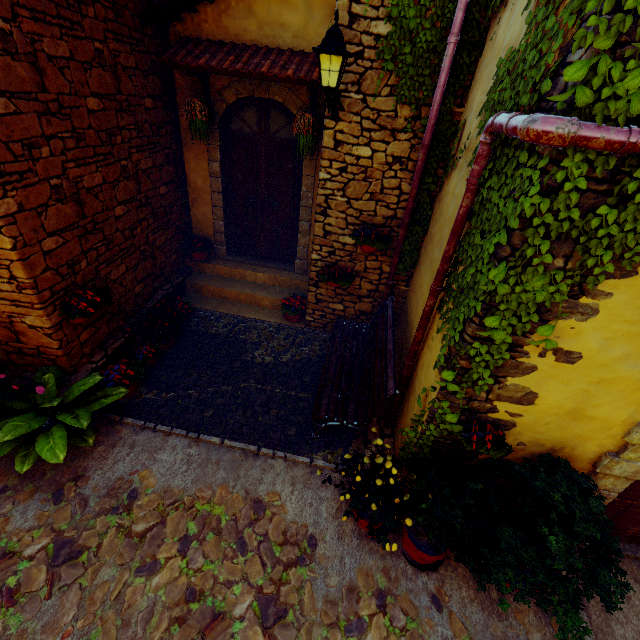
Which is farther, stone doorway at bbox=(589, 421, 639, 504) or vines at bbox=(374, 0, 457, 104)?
vines at bbox=(374, 0, 457, 104)

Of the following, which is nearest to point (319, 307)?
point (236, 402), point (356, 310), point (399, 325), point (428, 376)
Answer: point (356, 310)

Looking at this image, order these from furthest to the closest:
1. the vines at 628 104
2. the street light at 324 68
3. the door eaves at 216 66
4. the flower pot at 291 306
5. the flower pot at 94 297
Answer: the flower pot at 291 306, the door eaves at 216 66, the flower pot at 94 297, the street light at 324 68, the vines at 628 104

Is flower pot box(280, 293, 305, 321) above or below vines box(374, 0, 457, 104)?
below

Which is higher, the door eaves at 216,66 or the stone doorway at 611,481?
the door eaves at 216,66

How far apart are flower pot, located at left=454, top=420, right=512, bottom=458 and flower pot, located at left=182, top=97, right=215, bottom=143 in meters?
5.4 m

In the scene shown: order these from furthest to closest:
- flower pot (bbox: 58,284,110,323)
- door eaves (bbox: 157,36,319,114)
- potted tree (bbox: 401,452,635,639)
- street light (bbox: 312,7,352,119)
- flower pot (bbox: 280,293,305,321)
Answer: flower pot (bbox: 280,293,305,321), door eaves (bbox: 157,36,319,114), flower pot (bbox: 58,284,110,323), street light (bbox: 312,7,352,119), potted tree (bbox: 401,452,635,639)

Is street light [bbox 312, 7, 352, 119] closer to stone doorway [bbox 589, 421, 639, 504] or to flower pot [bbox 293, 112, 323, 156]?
flower pot [bbox 293, 112, 323, 156]
